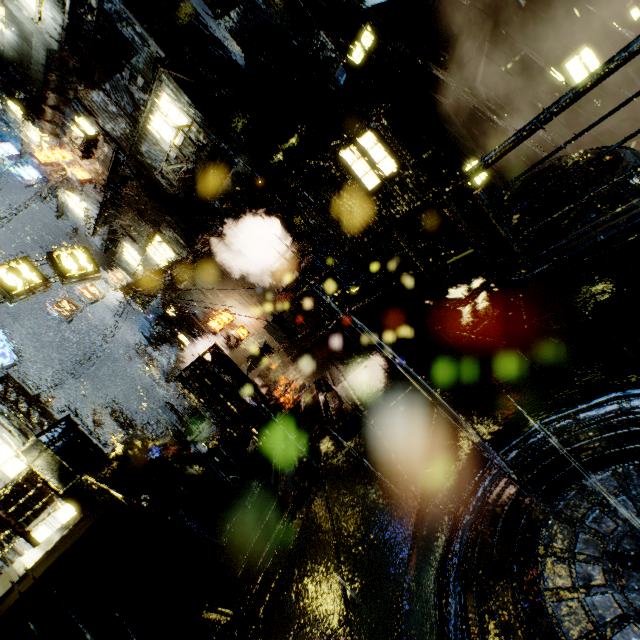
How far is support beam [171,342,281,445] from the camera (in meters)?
8.01

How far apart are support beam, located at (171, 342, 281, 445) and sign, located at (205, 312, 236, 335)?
10.40m

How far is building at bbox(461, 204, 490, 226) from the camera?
17.60m

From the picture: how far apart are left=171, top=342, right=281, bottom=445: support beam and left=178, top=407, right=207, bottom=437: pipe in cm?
1527

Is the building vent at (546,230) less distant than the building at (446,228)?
Yes

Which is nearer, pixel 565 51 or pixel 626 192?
pixel 626 192

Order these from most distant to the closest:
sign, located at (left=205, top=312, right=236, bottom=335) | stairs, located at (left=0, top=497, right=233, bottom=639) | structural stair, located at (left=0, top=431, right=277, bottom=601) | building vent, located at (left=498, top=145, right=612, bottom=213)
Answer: sign, located at (left=205, top=312, right=236, bottom=335) → building vent, located at (left=498, top=145, right=612, bottom=213) → structural stair, located at (left=0, top=431, right=277, bottom=601) → stairs, located at (left=0, top=497, right=233, bottom=639)

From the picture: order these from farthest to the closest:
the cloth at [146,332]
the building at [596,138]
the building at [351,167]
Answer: the cloth at [146,332] → the building at [596,138] → the building at [351,167]
